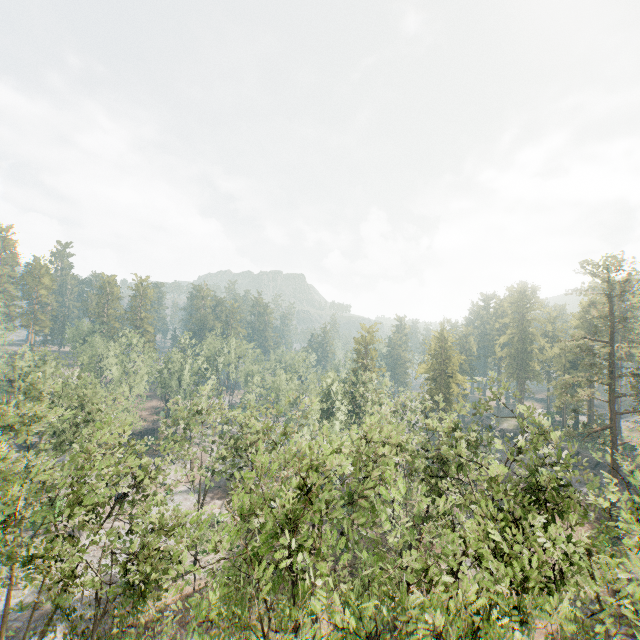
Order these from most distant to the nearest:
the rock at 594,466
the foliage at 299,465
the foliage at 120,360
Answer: the foliage at 120,360 → the rock at 594,466 → the foliage at 299,465

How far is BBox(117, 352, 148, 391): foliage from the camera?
56.7 meters

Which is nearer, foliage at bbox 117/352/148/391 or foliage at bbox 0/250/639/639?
foliage at bbox 0/250/639/639

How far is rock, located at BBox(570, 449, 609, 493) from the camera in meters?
46.9 m

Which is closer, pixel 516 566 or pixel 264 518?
pixel 264 518

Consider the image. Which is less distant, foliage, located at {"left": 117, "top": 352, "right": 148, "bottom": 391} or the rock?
the rock

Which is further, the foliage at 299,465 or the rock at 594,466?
the rock at 594,466
